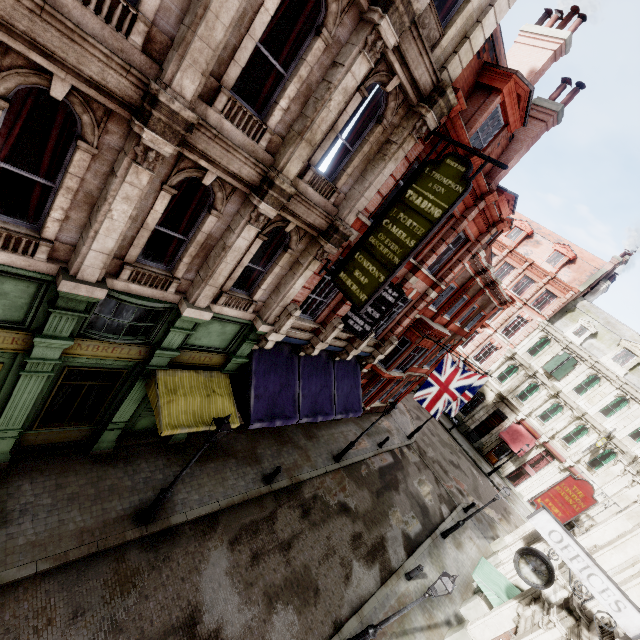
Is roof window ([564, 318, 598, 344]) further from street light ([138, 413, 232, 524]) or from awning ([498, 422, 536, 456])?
street light ([138, 413, 232, 524])

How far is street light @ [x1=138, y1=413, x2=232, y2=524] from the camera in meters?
8.1 m

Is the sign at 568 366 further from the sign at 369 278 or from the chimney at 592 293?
the sign at 369 278

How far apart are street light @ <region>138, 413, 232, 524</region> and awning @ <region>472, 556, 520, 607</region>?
12.44m

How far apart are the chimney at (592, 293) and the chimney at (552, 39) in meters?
27.4 m

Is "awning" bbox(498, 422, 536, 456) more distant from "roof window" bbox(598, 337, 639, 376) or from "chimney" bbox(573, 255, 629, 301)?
"chimney" bbox(573, 255, 629, 301)

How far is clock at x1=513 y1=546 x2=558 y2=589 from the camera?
9.33m

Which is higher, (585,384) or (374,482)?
(585,384)
